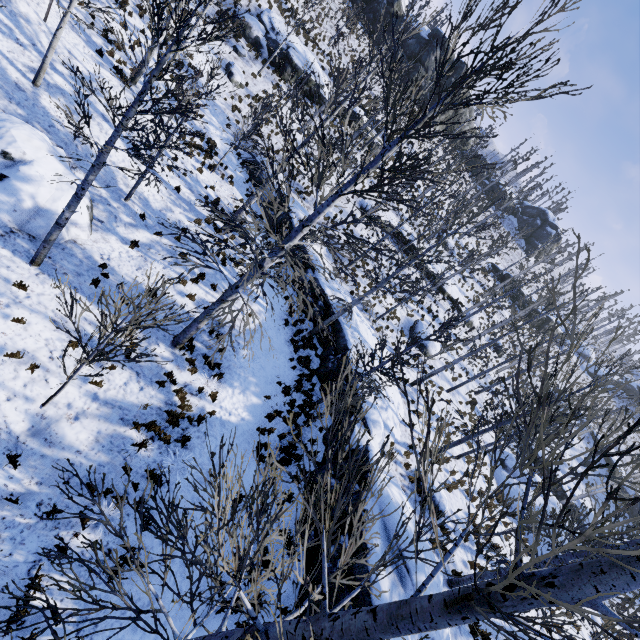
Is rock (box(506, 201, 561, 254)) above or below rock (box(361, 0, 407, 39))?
above

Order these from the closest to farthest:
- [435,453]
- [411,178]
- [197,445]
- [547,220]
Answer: [435,453] < [197,445] < [411,178] < [547,220]

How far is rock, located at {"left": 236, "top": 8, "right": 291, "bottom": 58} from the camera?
24.4m

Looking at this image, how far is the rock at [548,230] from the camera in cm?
5266

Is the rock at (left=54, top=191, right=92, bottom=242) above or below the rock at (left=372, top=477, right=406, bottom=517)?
below

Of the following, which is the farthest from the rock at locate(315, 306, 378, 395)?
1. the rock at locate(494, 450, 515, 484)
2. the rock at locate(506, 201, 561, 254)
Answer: the rock at locate(506, 201, 561, 254)

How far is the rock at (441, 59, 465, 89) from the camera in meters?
42.2 m

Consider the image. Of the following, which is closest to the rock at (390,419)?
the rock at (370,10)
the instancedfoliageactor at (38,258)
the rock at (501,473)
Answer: the instancedfoliageactor at (38,258)
